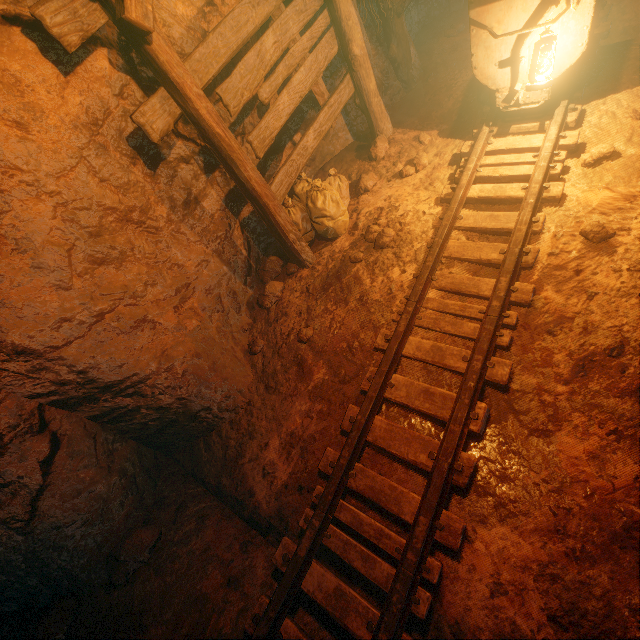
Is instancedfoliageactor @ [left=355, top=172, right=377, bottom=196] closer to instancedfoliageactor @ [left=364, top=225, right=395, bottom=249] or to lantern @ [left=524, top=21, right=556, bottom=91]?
instancedfoliageactor @ [left=364, top=225, right=395, bottom=249]

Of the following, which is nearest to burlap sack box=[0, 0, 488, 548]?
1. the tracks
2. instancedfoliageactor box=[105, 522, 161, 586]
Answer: the tracks

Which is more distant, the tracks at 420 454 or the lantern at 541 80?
the lantern at 541 80

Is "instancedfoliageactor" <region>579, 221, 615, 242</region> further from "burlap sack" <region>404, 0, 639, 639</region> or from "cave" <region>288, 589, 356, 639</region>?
"cave" <region>288, 589, 356, 639</region>

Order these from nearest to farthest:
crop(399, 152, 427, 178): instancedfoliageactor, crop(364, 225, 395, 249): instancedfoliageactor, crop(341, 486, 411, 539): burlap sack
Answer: crop(341, 486, 411, 539): burlap sack → crop(364, 225, 395, 249): instancedfoliageactor → crop(399, 152, 427, 178): instancedfoliageactor

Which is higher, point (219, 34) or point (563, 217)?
point (219, 34)

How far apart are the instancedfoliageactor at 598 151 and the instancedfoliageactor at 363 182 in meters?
2.3

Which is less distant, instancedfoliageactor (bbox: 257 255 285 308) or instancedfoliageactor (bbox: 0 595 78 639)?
instancedfoliageactor (bbox: 0 595 78 639)
